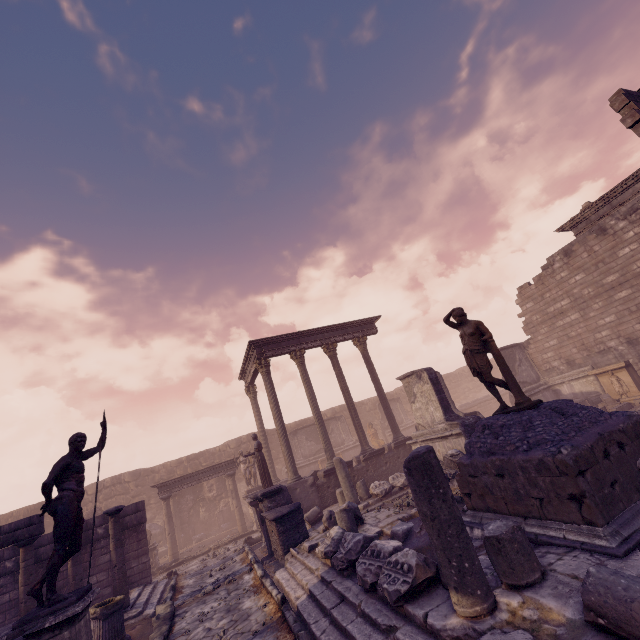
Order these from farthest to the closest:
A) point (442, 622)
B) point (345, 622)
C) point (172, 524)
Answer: point (172, 524) → point (345, 622) → point (442, 622)

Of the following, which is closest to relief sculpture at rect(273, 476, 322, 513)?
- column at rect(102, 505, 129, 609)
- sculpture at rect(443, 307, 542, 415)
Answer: column at rect(102, 505, 129, 609)

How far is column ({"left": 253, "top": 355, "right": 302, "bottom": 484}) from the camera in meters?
13.5 m

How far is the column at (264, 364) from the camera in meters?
13.5 m

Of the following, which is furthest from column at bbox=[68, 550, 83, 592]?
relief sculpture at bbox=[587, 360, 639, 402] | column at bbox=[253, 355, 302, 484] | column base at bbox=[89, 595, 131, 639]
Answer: relief sculpture at bbox=[587, 360, 639, 402]

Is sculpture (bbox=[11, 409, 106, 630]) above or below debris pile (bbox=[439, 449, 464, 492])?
above

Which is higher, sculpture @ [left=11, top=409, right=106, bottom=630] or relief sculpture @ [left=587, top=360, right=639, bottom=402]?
sculpture @ [left=11, top=409, right=106, bottom=630]

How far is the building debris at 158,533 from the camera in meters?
18.2 m
